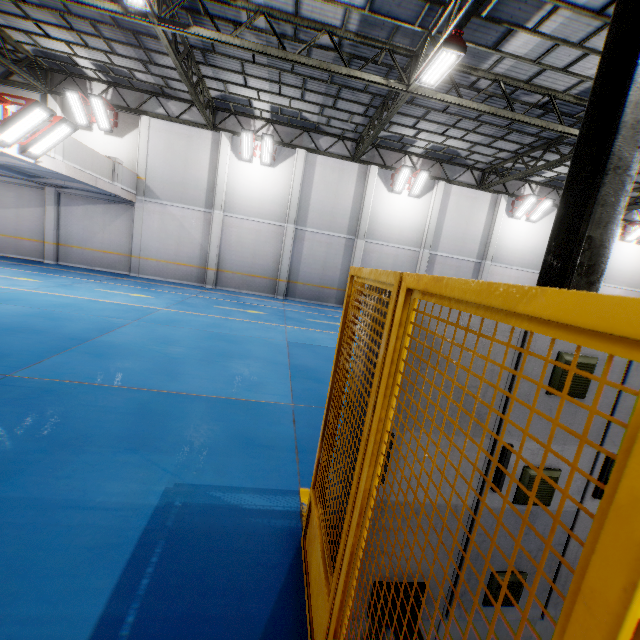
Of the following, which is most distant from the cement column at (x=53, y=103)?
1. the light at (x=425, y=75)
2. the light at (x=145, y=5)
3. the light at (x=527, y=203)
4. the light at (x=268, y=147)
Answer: the light at (x=527, y=203)

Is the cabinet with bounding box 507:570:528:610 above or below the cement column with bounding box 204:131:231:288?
below

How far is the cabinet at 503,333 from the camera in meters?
1.7 m

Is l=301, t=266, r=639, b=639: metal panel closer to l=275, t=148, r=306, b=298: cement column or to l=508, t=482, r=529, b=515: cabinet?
l=508, t=482, r=529, b=515: cabinet

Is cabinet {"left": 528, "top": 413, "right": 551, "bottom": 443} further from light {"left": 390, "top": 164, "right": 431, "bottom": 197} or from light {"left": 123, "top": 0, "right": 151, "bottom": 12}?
light {"left": 390, "top": 164, "right": 431, "bottom": 197}

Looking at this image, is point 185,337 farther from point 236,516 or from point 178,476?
point 236,516

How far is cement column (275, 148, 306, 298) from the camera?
17.0 meters

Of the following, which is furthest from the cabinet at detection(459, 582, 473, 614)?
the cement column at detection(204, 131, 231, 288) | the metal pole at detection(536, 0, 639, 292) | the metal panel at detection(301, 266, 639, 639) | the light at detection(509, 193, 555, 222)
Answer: the light at detection(509, 193, 555, 222)
